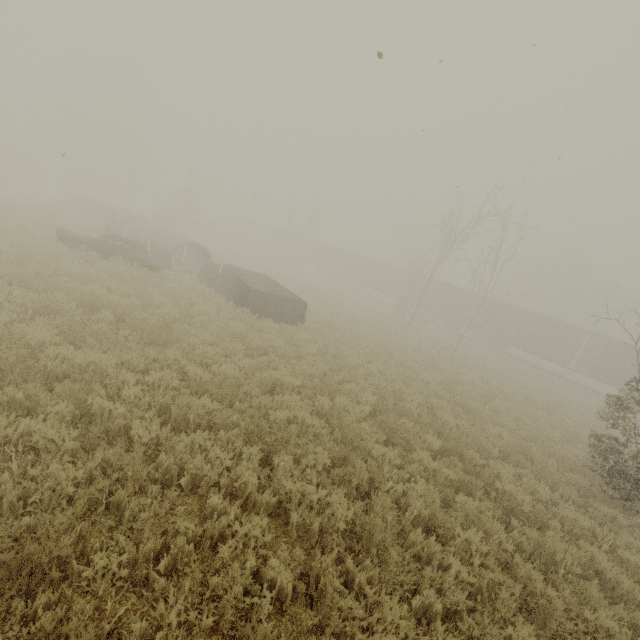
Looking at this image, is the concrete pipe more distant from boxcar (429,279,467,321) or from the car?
boxcar (429,279,467,321)

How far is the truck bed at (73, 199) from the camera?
26.5 meters

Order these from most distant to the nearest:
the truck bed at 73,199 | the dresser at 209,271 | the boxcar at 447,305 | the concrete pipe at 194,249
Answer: the boxcar at 447,305 < the truck bed at 73,199 < the concrete pipe at 194,249 < the dresser at 209,271

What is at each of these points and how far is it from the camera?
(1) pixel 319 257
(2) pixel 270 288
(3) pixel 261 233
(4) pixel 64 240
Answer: (1) boxcar, 48.8m
(2) truck bed, 17.4m
(3) boxcar, 59.0m
(4) car, 14.0m

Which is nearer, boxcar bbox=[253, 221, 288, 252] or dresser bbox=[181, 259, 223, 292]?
dresser bbox=[181, 259, 223, 292]

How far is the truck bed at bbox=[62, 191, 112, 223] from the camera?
26.5m

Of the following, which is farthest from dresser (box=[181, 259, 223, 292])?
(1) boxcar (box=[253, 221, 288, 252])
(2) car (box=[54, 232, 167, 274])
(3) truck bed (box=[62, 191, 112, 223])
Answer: (1) boxcar (box=[253, 221, 288, 252])

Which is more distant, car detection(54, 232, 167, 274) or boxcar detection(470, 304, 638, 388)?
boxcar detection(470, 304, 638, 388)
